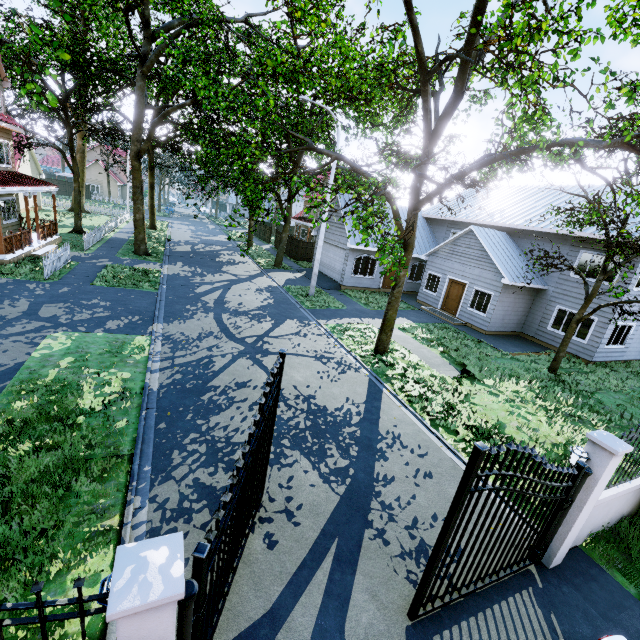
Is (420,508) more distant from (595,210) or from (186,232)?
(186,232)

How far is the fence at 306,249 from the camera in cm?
3109

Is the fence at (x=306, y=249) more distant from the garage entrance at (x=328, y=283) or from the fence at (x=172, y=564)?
the fence at (x=172, y=564)

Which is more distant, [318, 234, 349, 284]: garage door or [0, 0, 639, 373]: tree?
[318, 234, 349, 284]: garage door

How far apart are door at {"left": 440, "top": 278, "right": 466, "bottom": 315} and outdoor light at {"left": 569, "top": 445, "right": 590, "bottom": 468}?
15.2m

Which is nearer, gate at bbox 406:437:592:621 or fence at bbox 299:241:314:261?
gate at bbox 406:437:592:621

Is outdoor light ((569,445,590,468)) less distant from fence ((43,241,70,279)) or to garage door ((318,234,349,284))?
garage door ((318,234,349,284))

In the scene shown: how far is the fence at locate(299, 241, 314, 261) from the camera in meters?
31.1 m
